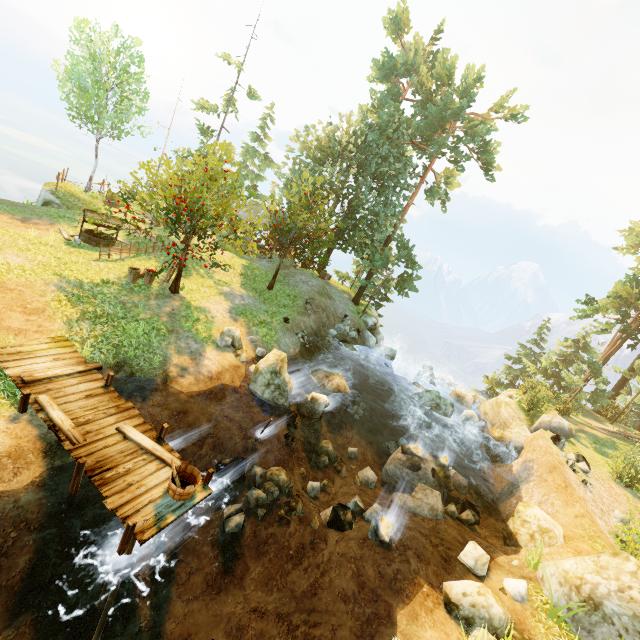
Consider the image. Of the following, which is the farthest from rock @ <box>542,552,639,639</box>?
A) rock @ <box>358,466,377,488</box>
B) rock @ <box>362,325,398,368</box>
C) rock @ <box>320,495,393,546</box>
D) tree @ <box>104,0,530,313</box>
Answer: rock @ <box>362,325,398,368</box>

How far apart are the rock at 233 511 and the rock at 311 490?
2.7 meters

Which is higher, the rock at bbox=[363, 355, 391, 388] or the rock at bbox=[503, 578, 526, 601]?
the rock at bbox=[503, 578, 526, 601]

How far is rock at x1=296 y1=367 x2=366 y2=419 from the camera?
14.07m

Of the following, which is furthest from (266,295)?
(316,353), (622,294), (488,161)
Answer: (622,294)

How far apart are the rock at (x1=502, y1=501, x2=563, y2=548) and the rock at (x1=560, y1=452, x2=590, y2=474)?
4.7m

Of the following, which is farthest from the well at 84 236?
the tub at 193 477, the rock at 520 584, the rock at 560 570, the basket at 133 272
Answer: the rock at 560 570

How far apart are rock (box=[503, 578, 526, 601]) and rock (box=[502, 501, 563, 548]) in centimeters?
256cm
